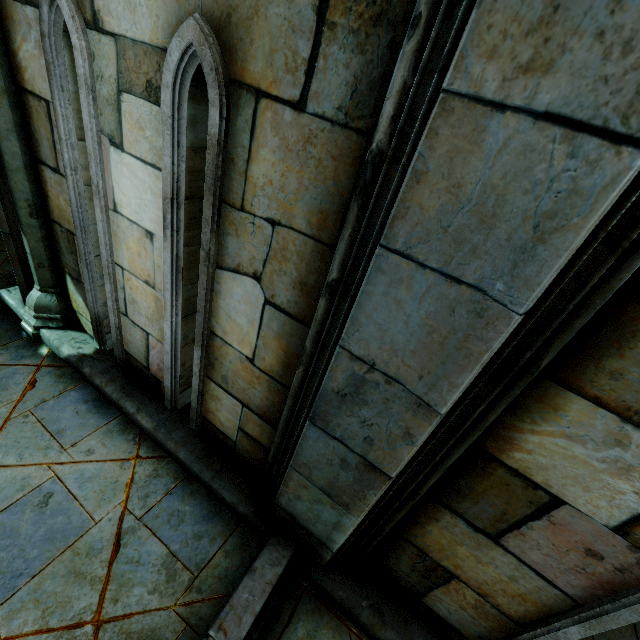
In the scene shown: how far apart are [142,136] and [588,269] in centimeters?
205cm
